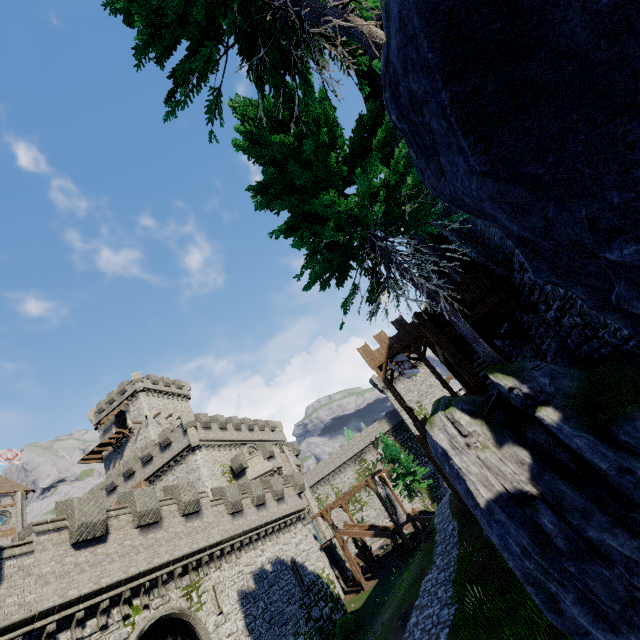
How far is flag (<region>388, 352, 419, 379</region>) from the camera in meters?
27.4

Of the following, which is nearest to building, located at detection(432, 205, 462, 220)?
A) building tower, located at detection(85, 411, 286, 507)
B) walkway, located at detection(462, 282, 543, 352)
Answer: walkway, located at detection(462, 282, 543, 352)

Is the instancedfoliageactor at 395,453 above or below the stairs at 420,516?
above

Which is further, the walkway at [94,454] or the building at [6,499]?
the walkway at [94,454]

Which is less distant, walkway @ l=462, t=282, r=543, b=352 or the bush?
walkway @ l=462, t=282, r=543, b=352

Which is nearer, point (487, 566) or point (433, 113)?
point (433, 113)

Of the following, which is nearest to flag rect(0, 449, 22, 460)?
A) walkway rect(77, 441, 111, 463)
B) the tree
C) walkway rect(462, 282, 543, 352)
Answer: walkway rect(77, 441, 111, 463)

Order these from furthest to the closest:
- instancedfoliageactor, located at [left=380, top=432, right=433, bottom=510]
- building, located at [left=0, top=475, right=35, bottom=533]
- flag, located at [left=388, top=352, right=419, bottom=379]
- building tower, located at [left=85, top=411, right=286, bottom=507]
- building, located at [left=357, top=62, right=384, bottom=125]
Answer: building, located at [left=0, top=475, right=35, bottom=533]
instancedfoliageactor, located at [left=380, top=432, right=433, bottom=510]
building tower, located at [left=85, top=411, right=286, bottom=507]
flag, located at [left=388, top=352, right=419, bottom=379]
building, located at [left=357, top=62, right=384, bottom=125]
